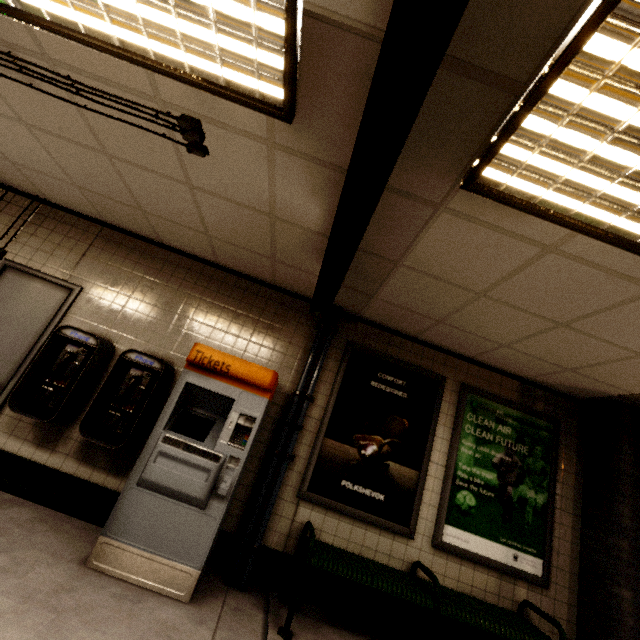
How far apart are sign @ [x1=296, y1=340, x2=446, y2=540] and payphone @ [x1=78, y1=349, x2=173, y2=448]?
1.7 meters

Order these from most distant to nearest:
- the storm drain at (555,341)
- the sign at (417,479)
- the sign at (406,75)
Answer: the sign at (417,479) < the storm drain at (555,341) < the sign at (406,75)

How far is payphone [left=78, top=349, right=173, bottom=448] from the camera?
3.1 meters

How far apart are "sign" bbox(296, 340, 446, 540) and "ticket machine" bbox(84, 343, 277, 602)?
0.59m

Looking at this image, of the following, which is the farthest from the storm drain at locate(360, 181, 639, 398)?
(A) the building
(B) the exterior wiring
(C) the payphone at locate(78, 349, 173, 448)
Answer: (C) the payphone at locate(78, 349, 173, 448)

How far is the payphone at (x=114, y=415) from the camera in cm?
310

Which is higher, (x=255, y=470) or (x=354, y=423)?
(x=354, y=423)

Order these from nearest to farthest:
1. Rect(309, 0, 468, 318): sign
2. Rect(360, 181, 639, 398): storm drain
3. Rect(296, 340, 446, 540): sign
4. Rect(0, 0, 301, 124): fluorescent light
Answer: Rect(309, 0, 468, 318): sign < Rect(0, 0, 301, 124): fluorescent light < Rect(360, 181, 639, 398): storm drain < Rect(296, 340, 446, 540): sign
